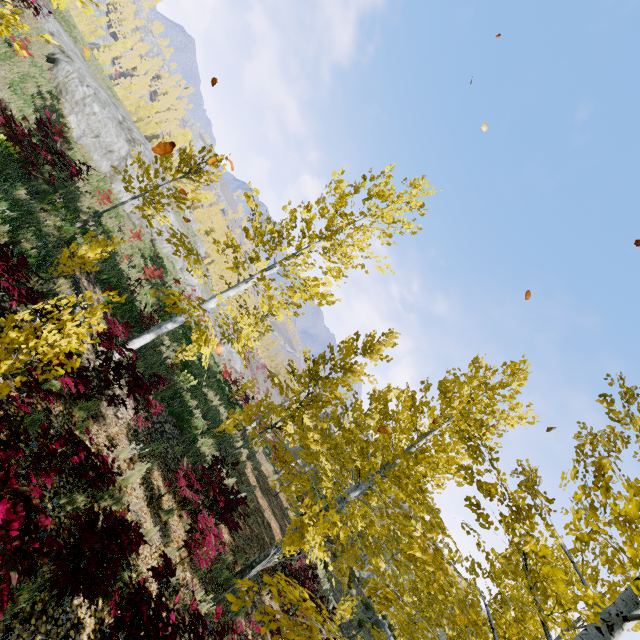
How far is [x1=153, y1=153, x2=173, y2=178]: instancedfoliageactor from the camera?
11.3m

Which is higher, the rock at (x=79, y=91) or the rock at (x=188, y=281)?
the rock at (x=79, y=91)

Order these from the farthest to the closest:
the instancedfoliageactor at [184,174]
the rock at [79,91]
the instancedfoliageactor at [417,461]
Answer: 1. the rock at [79,91]
2. the instancedfoliageactor at [184,174]
3. the instancedfoliageactor at [417,461]

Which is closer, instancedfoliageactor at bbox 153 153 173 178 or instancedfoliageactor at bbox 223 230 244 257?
instancedfoliageactor at bbox 223 230 244 257

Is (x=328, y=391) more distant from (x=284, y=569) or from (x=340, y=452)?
(x=284, y=569)

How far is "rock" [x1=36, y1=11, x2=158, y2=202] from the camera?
16.28m

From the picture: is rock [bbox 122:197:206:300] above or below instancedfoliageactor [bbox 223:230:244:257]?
below

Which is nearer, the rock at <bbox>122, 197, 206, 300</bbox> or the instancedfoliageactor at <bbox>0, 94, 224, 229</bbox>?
the instancedfoliageactor at <bbox>0, 94, 224, 229</bbox>
